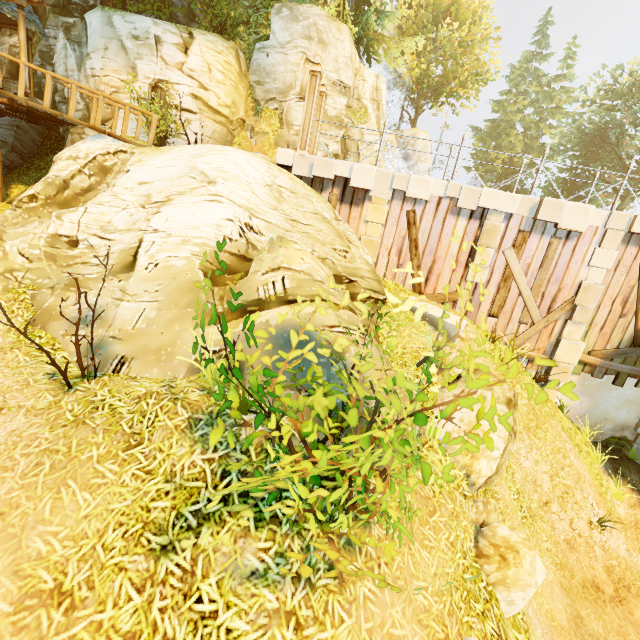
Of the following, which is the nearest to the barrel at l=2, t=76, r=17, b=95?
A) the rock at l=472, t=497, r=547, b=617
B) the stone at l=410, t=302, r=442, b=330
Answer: the stone at l=410, t=302, r=442, b=330

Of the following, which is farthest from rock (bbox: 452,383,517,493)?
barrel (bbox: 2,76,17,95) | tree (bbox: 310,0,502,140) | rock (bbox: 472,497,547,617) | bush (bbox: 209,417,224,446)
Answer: barrel (bbox: 2,76,17,95)

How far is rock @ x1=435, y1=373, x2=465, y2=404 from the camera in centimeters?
602cm

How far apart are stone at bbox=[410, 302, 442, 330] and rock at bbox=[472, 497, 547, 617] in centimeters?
436cm

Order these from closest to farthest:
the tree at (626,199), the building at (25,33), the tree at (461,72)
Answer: the building at (25,33)
the tree at (461,72)
the tree at (626,199)

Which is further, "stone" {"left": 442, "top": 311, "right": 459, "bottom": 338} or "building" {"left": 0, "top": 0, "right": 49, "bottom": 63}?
"building" {"left": 0, "top": 0, "right": 49, "bottom": 63}

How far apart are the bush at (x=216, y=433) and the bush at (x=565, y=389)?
0.5 meters

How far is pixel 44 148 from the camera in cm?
1289
